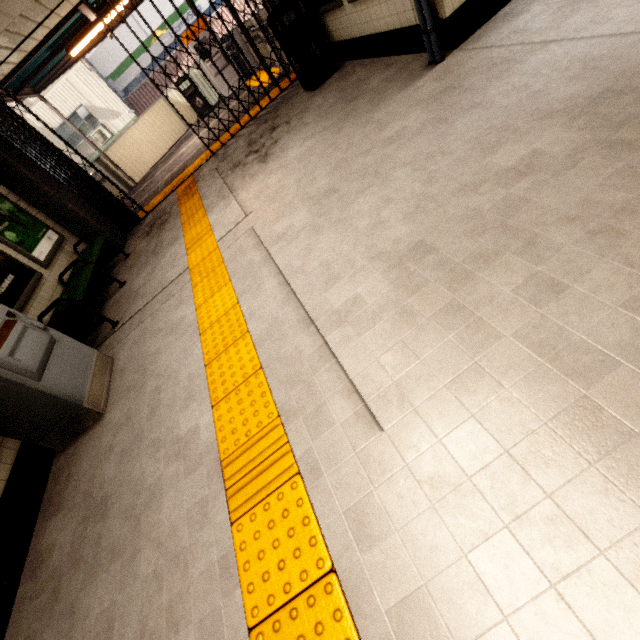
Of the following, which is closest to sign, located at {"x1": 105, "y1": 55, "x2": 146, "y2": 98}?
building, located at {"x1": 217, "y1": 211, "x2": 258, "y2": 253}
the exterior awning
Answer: the exterior awning

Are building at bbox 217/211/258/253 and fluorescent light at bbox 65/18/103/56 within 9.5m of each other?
yes

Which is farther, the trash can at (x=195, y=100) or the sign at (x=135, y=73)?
the sign at (x=135, y=73)

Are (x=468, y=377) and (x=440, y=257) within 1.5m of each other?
yes

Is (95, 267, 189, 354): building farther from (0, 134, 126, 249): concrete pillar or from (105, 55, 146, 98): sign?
(105, 55, 146, 98): sign

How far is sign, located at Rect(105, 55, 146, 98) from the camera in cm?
1580

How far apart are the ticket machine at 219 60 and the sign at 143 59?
8.4 meters

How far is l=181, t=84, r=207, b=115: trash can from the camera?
10.40m
